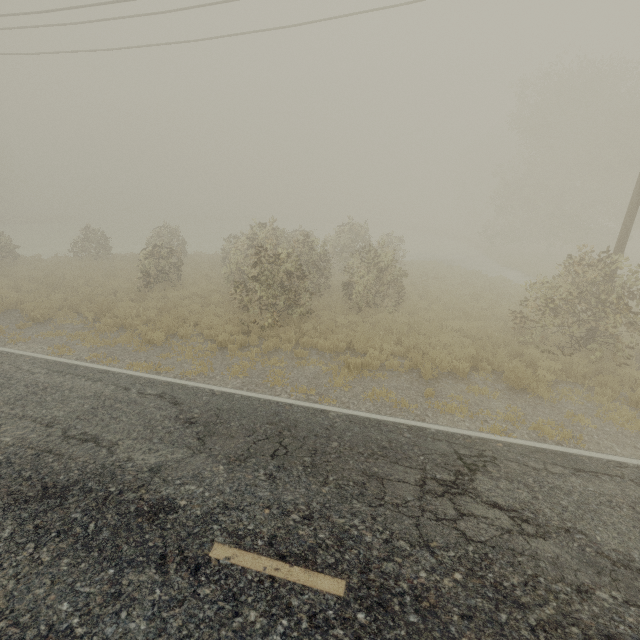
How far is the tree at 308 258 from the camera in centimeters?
1174cm

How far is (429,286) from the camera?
19.4m

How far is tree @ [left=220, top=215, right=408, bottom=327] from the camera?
11.7m
